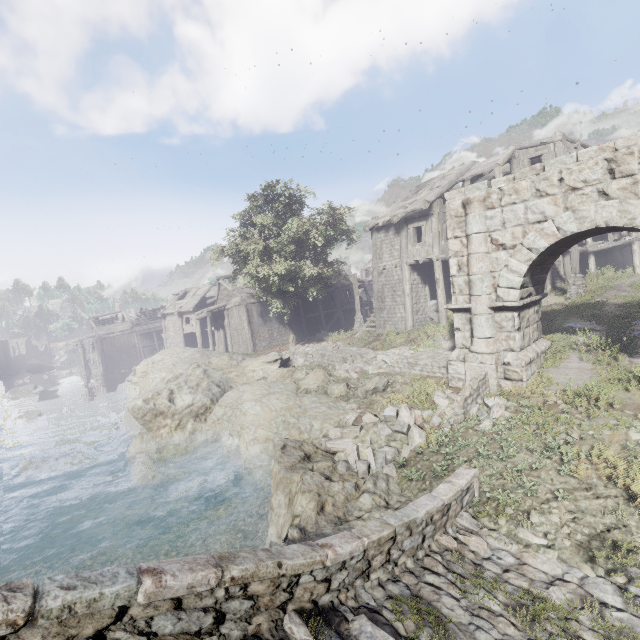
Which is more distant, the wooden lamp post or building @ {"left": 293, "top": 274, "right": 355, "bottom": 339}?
building @ {"left": 293, "top": 274, "right": 355, "bottom": 339}

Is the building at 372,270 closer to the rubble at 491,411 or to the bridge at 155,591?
the bridge at 155,591

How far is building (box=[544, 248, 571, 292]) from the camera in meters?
20.6 m

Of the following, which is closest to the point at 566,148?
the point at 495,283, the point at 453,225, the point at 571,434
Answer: the point at 453,225

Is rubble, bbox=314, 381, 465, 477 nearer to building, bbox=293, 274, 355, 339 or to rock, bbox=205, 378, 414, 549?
rock, bbox=205, 378, 414, 549

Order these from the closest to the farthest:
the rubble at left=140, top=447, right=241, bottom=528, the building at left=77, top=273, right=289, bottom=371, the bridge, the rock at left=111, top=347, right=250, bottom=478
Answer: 1. the bridge
2. the rubble at left=140, top=447, right=241, bottom=528
3. the rock at left=111, top=347, right=250, bottom=478
4. the building at left=77, top=273, right=289, bottom=371

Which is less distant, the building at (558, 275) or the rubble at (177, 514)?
the rubble at (177, 514)

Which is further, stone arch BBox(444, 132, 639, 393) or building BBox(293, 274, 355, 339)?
building BBox(293, 274, 355, 339)
